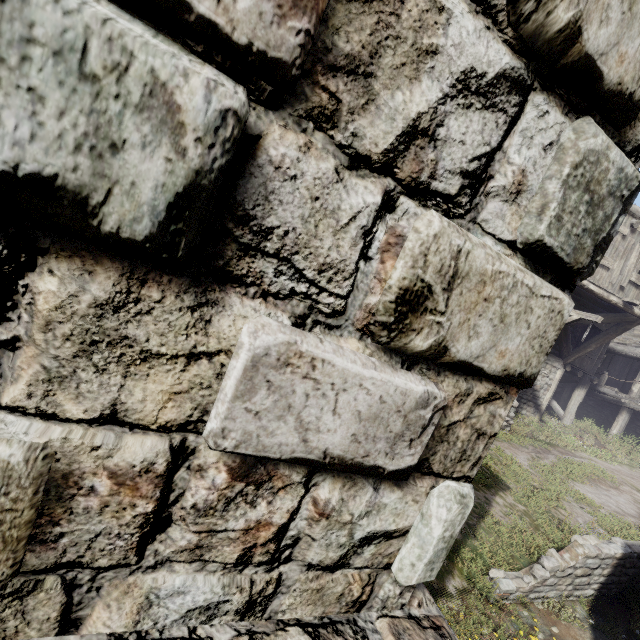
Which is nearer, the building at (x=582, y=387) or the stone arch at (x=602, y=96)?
the stone arch at (x=602, y=96)

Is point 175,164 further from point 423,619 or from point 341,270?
point 423,619

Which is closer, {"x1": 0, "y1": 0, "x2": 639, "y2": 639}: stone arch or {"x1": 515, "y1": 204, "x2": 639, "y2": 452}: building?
{"x1": 0, "y1": 0, "x2": 639, "y2": 639}: stone arch
